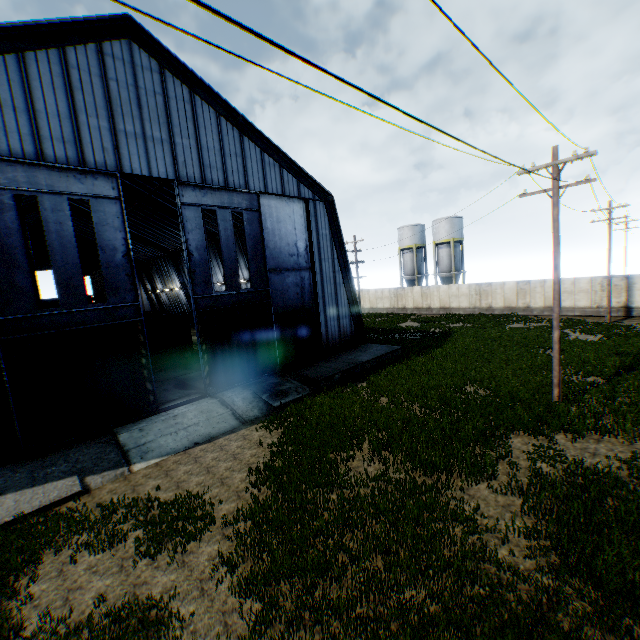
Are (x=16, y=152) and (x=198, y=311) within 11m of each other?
yes

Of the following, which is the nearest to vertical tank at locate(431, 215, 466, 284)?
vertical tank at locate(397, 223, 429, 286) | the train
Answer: vertical tank at locate(397, 223, 429, 286)

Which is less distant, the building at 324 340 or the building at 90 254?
the building at 324 340

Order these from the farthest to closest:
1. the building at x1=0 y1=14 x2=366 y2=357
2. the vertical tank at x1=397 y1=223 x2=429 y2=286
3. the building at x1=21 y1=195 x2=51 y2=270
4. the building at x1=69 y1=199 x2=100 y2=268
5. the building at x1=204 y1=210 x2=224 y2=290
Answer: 1. the vertical tank at x1=397 y1=223 x2=429 y2=286
2. the building at x1=69 y1=199 x2=100 y2=268
3. the building at x1=21 y1=195 x2=51 y2=270
4. the building at x1=204 y1=210 x2=224 y2=290
5. the building at x1=0 y1=14 x2=366 y2=357

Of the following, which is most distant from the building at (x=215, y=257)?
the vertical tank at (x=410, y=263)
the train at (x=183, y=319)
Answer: the vertical tank at (x=410, y=263)

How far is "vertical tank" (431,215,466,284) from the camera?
44.16m

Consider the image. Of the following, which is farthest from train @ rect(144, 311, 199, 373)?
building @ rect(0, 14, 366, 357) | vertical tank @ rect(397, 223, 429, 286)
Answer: vertical tank @ rect(397, 223, 429, 286)
